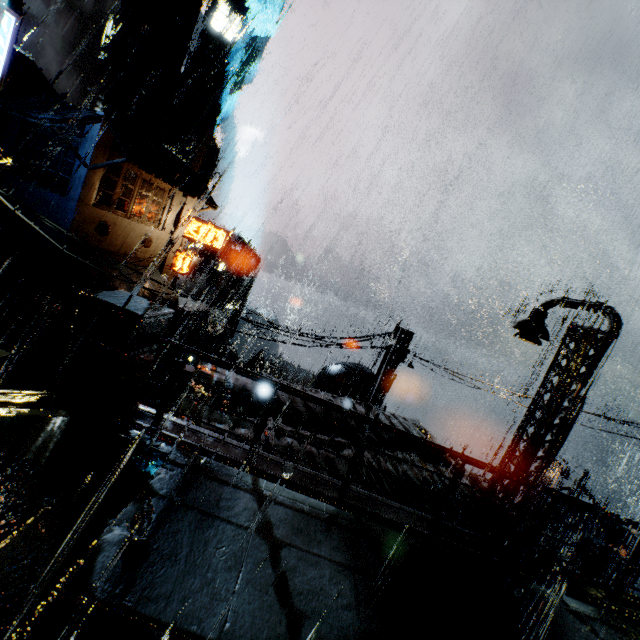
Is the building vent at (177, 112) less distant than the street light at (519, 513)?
No

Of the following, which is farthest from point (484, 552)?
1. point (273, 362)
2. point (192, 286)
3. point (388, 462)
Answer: point (192, 286)

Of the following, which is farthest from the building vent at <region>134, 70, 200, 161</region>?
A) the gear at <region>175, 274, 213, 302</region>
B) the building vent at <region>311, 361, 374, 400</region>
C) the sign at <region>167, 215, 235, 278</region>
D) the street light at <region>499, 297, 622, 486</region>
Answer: the street light at <region>499, 297, 622, 486</region>

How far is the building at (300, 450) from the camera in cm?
712

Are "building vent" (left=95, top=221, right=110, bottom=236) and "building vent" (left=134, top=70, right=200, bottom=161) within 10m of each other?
no

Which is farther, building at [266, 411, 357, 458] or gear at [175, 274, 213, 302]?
gear at [175, 274, 213, 302]

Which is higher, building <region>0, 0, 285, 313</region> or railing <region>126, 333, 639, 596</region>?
building <region>0, 0, 285, 313</region>

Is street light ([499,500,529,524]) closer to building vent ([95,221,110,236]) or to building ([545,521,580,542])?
building ([545,521,580,542])
